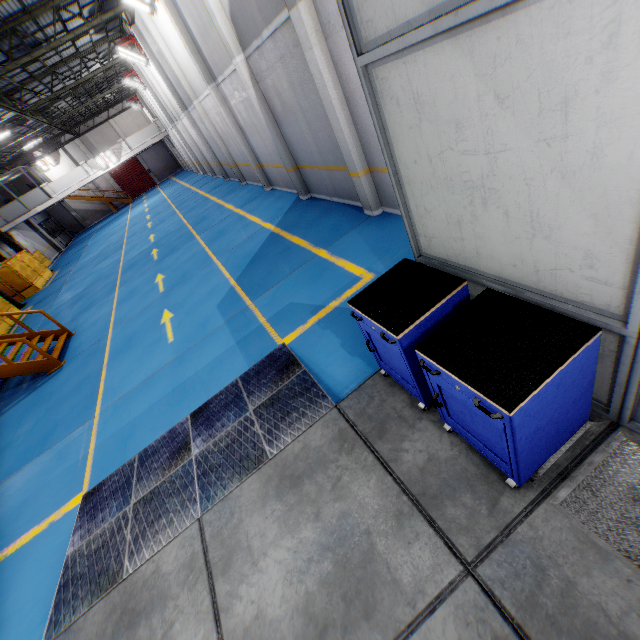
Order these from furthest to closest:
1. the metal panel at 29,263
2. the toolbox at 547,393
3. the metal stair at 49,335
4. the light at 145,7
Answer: the metal panel at 29,263
the light at 145,7
the metal stair at 49,335
the toolbox at 547,393

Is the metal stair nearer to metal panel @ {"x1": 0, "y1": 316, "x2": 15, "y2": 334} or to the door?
metal panel @ {"x1": 0, "y1": 316, "x2": 15, "y2": 334}

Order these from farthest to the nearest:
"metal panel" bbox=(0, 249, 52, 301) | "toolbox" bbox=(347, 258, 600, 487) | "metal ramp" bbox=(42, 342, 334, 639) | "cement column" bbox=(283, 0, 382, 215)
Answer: "metal panel" bbox=(0, 249, 52, 301)
"cement column" bbox=(283, 0, 382, 215)
"metal ramp" bbox=(42, 342, 334, 639)
"toolbox" bbox=(347, 258, 600, 487)

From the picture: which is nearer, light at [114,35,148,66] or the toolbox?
the toolbox

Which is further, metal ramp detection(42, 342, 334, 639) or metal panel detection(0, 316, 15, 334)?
metal panel detection(0, 316, 15, 334)

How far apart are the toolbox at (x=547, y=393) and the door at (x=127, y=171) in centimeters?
4875cm

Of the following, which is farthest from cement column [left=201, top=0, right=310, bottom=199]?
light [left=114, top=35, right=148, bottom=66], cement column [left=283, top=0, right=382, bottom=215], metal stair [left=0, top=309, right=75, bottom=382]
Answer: light [left=114, top=35, right=148, bottom=66]

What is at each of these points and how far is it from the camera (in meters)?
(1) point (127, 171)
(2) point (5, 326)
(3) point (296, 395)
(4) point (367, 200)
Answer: (1) door, 40.38
(2) metal panel, 16.36
(3) metal ramp, 4.44
(4) cement column, 7.51
